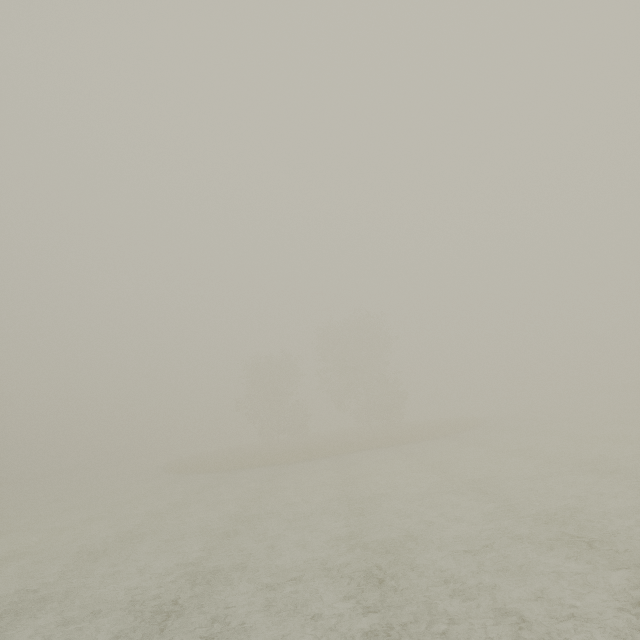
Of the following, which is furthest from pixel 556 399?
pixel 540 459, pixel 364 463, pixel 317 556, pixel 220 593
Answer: pixel 220 593
